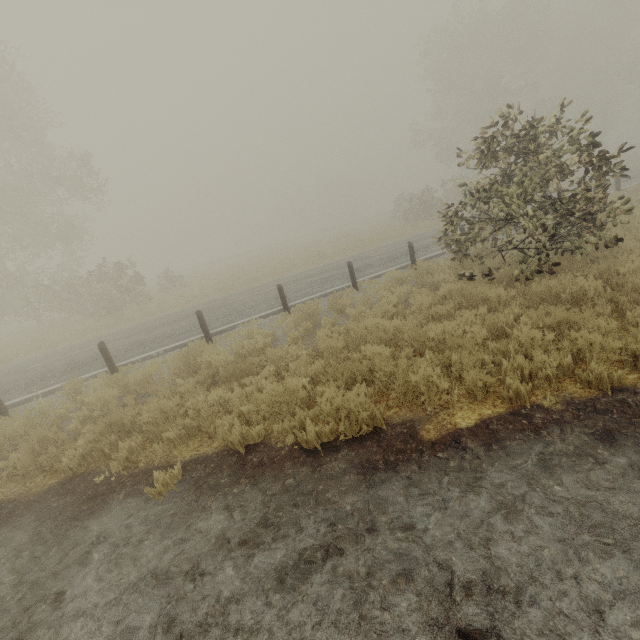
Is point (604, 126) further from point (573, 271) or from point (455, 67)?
point (573, 271)
